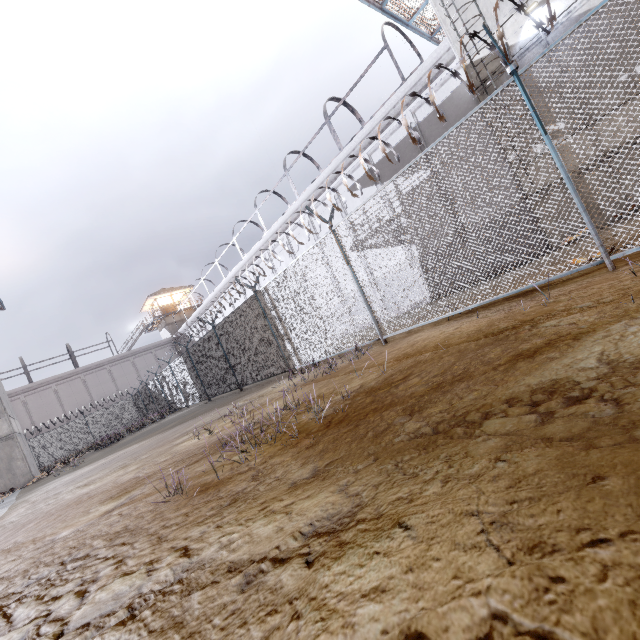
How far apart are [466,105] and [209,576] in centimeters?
1463cm

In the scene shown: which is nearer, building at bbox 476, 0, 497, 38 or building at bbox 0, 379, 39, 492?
building at bbox 476, 0, 497, 38

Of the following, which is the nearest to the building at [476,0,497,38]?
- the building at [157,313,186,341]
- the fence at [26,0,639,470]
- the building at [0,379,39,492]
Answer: the fence at [26,0,639,470]

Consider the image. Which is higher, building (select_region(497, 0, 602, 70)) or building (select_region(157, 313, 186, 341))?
building (select_region(157, 313, 186, 341))

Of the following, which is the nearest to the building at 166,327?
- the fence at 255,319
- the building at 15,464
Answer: the fence at 255,319

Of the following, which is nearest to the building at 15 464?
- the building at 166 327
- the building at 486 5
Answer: the building at 166 327

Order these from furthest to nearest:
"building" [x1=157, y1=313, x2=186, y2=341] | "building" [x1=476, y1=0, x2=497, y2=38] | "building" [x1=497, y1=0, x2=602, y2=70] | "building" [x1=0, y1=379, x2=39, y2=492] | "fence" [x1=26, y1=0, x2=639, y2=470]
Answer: Result: "building" [x1=157, y1=313, x2=186, y2=341] < "building" [x1=0, y1=379, x2=39, y2=492] < "building" [x1=476, y1=0, x2=497, y2=38] < "building" [x1=497, y1=0, x2=602, y2=70] < "fence" [x1=26, y1=0, x2=639, y2=470]

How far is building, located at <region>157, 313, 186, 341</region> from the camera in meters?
41.3 m
